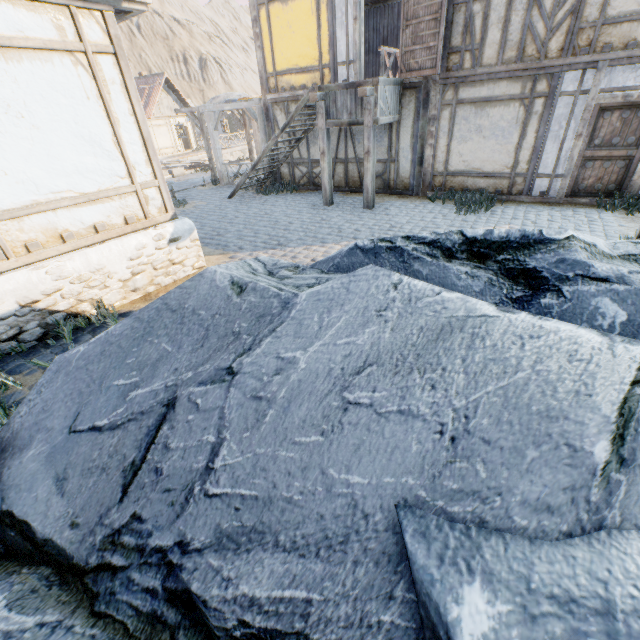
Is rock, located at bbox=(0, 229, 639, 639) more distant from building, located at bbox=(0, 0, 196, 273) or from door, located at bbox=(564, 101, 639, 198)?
door, located at bbox=(564, 101, 639, 198)

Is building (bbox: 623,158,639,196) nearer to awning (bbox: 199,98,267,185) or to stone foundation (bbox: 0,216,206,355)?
awning (bbox: 199,98,267,185)

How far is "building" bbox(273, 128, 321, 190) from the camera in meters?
11.2 m

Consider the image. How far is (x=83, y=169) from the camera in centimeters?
473cm

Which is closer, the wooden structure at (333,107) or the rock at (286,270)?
the rock at (286,270)

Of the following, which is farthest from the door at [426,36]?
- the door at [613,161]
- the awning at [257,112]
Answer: the awning at [257,112]

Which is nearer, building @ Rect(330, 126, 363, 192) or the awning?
building @ Rect(330, 126, 363, 192)

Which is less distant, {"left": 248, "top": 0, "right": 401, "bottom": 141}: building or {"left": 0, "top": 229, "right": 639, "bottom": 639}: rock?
{"left": 0, "top": 229, "right": 639, "bottom": 639}: rock
